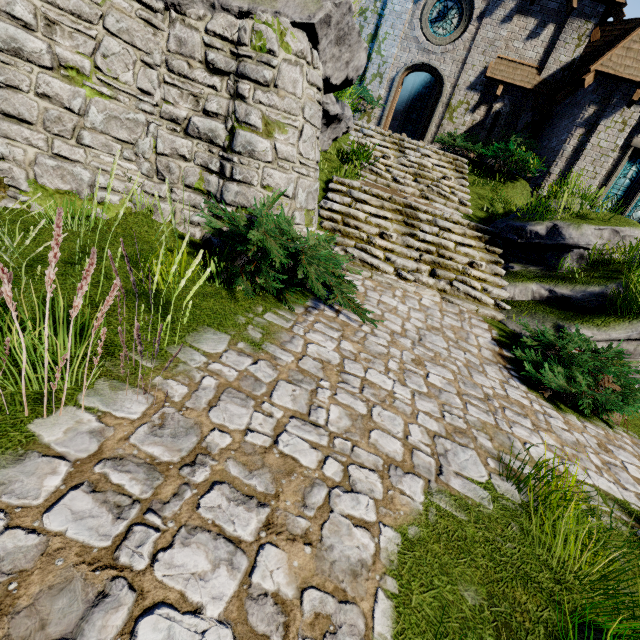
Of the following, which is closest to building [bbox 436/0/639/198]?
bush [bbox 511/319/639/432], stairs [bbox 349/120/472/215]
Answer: stairs [bbox 349/120/472/215]

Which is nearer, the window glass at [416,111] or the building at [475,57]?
the building at [475,57]

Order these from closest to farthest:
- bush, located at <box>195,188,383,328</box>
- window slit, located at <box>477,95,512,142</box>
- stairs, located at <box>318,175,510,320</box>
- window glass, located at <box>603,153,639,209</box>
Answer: bush, located at <box>195,188,383,328</box>
stairs, located at <box>318,175,510,320</box>
window glass, located at <box>603,153,639,209</box>
window slit, located at <box>477,95,512,142</box>

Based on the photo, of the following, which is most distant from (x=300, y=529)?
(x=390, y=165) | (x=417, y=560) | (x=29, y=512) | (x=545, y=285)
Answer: (x=390, y=165)

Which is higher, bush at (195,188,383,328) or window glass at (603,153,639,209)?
window glass at (603,153,639,209)

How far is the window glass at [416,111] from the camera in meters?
18.5 m

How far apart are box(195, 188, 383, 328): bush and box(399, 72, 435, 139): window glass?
17.7m

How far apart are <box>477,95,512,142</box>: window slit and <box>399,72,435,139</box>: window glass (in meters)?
6.38
